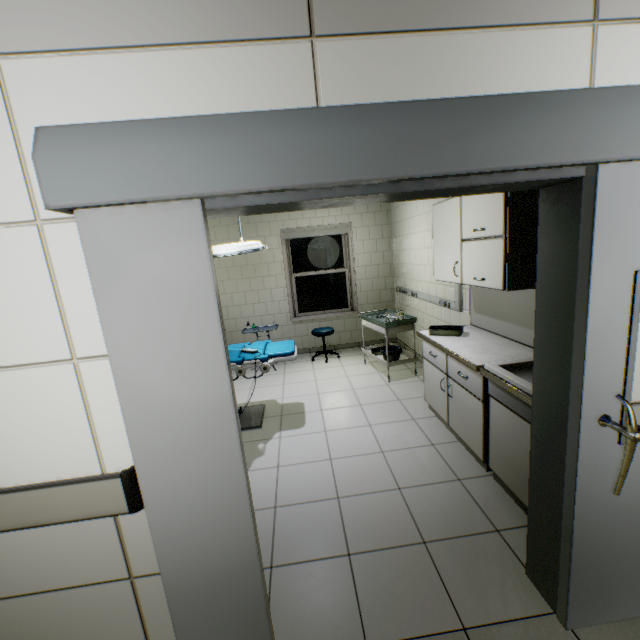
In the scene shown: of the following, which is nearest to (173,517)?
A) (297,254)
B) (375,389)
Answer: (375,389)

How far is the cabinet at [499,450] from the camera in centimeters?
212cm

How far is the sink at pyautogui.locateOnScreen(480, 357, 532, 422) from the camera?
2.0m

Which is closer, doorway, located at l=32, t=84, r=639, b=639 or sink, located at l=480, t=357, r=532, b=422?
doorway, located at l=32, t=84, r=639, b=639

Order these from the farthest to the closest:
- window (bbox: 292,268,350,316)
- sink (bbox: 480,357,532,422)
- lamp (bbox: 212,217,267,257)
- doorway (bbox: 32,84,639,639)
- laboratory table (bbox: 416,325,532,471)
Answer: window (bbox: 292,268,350,316) < lamp (bbox: 212,217,267,257) < laboratory table (bbox: 416,325,532,471) < sink (bbox: 480,357,532,422) < doorway (bbox: 32,84,639,639)

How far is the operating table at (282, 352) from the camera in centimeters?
346cm

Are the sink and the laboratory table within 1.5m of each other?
yes

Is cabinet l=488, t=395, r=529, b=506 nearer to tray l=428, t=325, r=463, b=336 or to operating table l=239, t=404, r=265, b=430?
tray l=428, t=325, r=463, b=336
